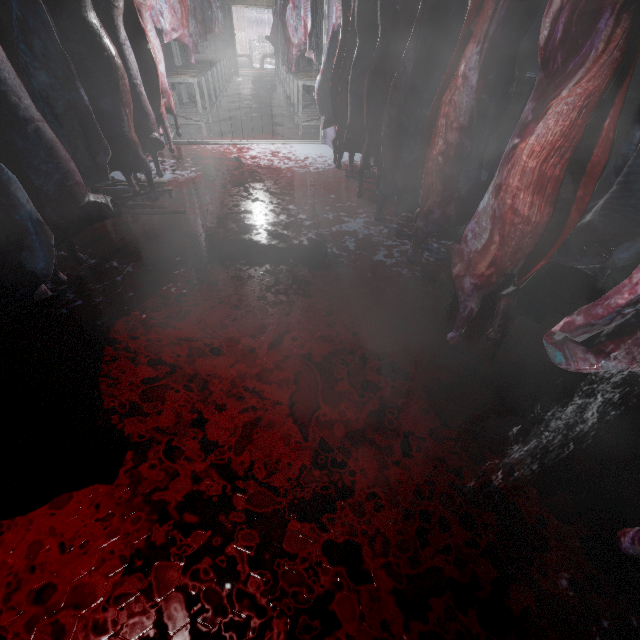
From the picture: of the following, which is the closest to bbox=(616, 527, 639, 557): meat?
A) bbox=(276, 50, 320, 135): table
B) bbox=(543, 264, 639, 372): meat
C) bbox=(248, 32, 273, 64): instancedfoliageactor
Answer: bbox=(543, 264, 639, 372): meat

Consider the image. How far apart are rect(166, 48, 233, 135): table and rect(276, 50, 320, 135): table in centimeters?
158cm

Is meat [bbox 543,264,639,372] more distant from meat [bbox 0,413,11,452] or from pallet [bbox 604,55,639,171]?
meat [bbox 0,413,11,452]

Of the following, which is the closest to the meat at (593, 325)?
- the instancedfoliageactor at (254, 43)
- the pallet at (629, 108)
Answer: the pallet at (629, 108)

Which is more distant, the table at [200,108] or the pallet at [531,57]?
the table at [200,108]

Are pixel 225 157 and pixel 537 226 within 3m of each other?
no

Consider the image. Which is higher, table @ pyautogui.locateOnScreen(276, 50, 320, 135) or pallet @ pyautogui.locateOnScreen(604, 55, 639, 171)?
pallet @ pyautogui.locateOnScreen(604, 55, 639, 171)

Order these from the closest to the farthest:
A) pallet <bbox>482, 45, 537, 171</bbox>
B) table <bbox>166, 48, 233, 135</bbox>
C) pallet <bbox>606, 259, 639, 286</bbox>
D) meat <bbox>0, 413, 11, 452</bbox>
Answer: meat <bbox>0, 413, 11, 452</bbox> → pallet <bbox>606, 259, 639, 286</bbox> → pallet <bbox>482, 45, 537, 171</bbox> → table <bbox>166, 48, 233, 135</bbox>
